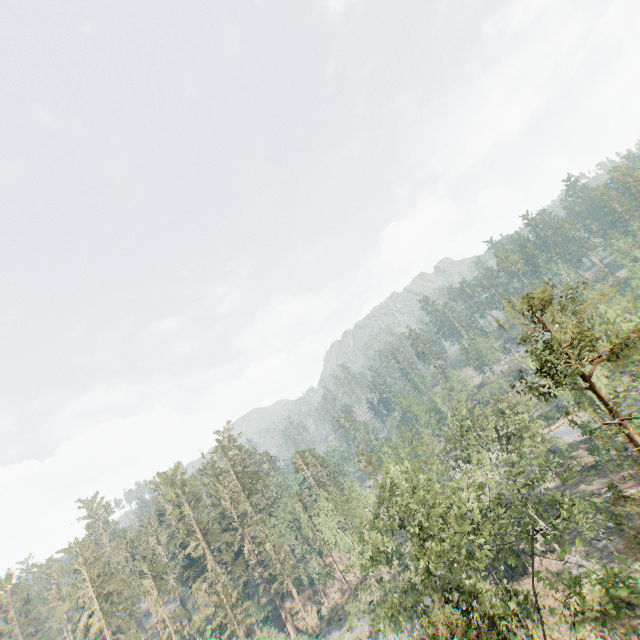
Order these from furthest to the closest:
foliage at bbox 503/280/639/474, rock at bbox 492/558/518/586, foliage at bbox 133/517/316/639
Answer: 1. foliage at bbox 133/517/316/639
2. rock at bbox 492/558/518/586
3. foliage at bbox 503/280/639/474

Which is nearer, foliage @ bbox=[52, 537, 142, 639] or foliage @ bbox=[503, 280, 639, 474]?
foliage @ bbox=[503, 280, 639, 474]

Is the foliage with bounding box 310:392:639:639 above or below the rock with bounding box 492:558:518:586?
above

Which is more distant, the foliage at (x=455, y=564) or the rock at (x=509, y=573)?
the rock at (x=509, y=573)

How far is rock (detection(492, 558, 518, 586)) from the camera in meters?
38.8 m

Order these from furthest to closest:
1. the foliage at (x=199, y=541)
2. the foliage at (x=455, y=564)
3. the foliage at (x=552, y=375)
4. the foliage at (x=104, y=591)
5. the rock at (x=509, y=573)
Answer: the foliage at (x=104, y=591)
the foliage at (x=199, y=541)
the rock at (x=509, y=573)
the foliage at (x=455, y=564)
the foliage at (x=552, y=375)

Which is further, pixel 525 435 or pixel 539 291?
pixel 525 435
